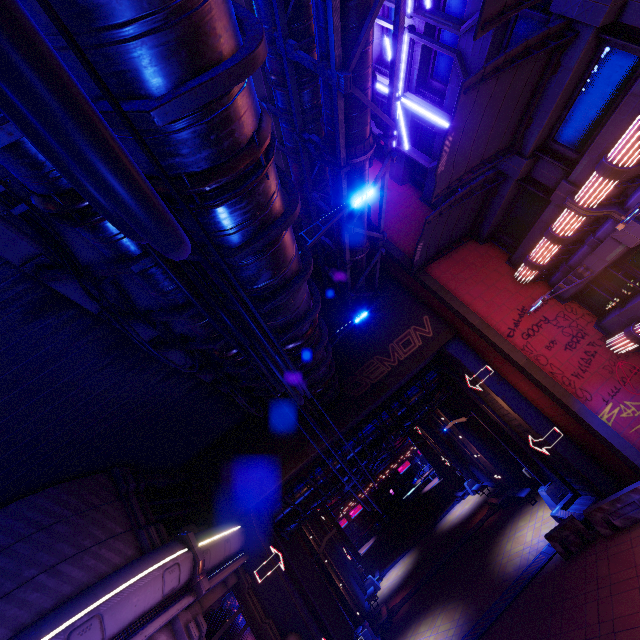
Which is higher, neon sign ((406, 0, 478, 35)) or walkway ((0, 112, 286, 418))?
neon sign ((406, 0, 478, 35))

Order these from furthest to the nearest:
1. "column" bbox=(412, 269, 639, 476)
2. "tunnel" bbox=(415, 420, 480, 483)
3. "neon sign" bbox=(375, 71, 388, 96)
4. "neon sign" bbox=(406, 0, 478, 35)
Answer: "tunnel" bbox=(415, 420, 480, 483) < "neon sign" bbox=(375, 71, 388, 96) < "column" bbox=(412, 269, 639, 476) < "neon sign" bbox=(406, 0, 478, 35)

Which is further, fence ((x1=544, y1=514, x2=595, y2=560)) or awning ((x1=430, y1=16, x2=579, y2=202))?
fence ((x1=544, y1=514, x2=595, y2=560))

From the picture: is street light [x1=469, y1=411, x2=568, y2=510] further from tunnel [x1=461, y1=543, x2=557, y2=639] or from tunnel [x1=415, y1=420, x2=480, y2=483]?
tunnel [x1=415, y1=420, x2=480, y2=483]

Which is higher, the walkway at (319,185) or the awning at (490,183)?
the walkway at (319,185)

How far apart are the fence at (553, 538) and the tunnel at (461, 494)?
17.4m

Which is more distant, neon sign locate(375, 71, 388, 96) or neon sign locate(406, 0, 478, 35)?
neon sign locate(375, 71, 388, 96)

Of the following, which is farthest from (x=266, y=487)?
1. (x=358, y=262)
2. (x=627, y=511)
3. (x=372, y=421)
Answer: (x=627, y=511)
